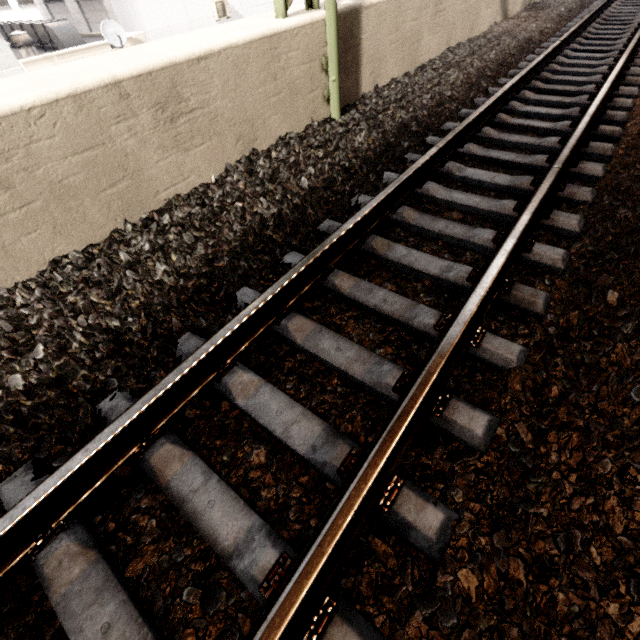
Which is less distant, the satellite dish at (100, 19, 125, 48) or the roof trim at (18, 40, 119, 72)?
the roof trim at (18, 40, 119, 72)

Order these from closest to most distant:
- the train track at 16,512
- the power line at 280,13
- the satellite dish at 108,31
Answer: the train track at 16,512, the power line at 280,13, the satellite dish at 108,31

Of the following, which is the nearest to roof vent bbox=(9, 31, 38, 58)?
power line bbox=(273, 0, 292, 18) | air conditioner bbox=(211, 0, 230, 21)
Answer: air conditioner bbox=(211, 0, 230, 21)

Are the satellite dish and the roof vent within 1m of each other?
no

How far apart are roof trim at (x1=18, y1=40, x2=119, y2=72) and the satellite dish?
0.3 meters

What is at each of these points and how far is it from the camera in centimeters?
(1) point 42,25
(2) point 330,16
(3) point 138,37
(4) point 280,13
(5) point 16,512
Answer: (1) stairs, 1030cm
(2) power line, 329cm
(3) roof trim, 1122cm
(4) power line, 332cm
(5) train track, 130cm

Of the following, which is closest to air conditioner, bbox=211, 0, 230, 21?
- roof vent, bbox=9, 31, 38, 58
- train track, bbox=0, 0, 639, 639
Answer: roof vent, bbox=9, 31, 38, 58

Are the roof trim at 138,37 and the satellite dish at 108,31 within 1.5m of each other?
yes
